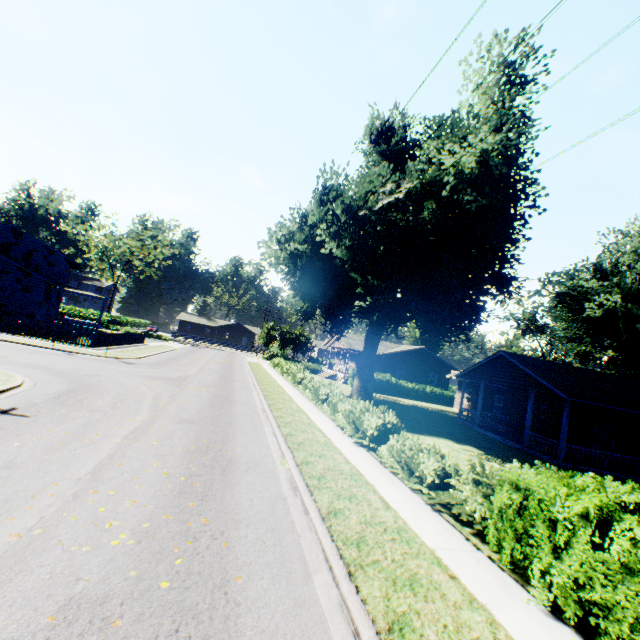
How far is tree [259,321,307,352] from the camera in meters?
58.2 m

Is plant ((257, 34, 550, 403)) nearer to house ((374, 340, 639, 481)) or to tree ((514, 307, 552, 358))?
tree ((514, 307, 552, 358))

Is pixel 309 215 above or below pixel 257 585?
above

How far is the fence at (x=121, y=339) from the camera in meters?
28.6 m

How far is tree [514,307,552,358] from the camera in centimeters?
5518cm

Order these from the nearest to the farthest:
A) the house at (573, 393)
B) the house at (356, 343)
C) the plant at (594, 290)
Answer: the house at (573, 393) < the plant at (594, 290) < the house at (356, 343)

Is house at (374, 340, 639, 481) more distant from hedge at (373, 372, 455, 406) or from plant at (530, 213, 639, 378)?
hedge at (373, 372, 455, 406)

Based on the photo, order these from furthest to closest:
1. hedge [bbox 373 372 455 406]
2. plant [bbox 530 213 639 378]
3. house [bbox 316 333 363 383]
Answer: house [bbox 316 333 363 383]
hedge [bbox 373 372 455 406]
plant [bbox 530 213 639 378]
